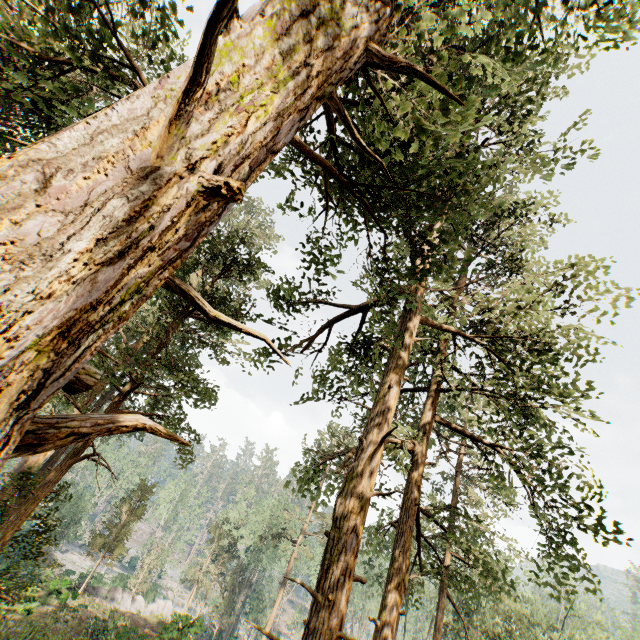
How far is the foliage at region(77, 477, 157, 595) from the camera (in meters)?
26.16

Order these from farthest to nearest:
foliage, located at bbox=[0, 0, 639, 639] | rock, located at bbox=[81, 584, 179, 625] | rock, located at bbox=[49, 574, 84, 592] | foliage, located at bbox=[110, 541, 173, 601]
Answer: foliage, located at bbox=[110, 541, 173, 601] → rock, located at bbox=[81, 584, 179, 625] → rock, located at bbox=[49, 574, 84, 592] → foliage, located at bbox=[0, 0, 639, 639]

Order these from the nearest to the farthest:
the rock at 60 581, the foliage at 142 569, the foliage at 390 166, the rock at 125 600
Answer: the foliage at 390 166 → the rock at 60 581 → the rock at 125 600 → the foliage at 142 569

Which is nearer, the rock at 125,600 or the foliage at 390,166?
the foliage at 390,166

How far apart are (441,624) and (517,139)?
28.9 meters

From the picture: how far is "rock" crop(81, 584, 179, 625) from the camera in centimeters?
2611cm

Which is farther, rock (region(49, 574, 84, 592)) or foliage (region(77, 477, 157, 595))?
foliage (region(77, 477, 157, 595))
